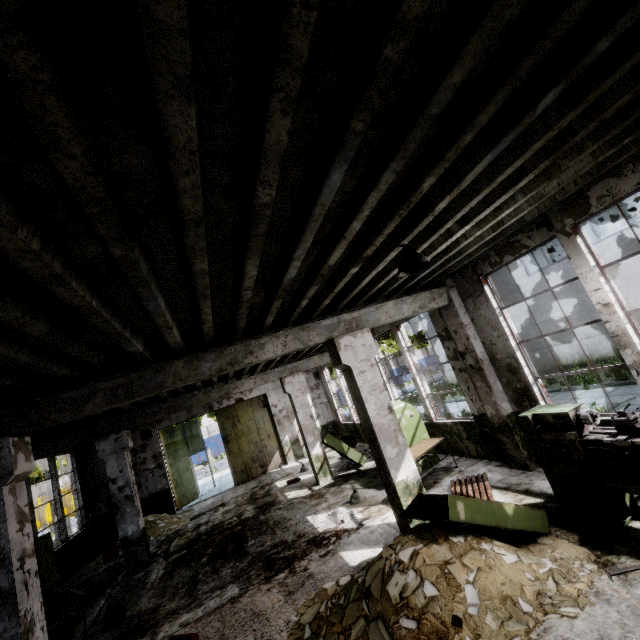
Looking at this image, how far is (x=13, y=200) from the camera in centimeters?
182cm

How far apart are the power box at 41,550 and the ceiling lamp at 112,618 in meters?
4.6

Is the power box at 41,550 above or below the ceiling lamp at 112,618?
A: above

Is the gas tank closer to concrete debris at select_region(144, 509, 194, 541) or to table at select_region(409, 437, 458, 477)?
concrete debris at select_region(144, 509, 194, 541)

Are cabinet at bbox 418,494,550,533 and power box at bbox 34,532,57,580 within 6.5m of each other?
no

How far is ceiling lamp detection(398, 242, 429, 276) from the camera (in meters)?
4.04

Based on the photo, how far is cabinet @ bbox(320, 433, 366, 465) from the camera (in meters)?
11.45

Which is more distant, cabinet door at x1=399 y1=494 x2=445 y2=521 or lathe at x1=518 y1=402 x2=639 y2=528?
cabinet door at x1=399 y1=494 x2=445 y2=521
